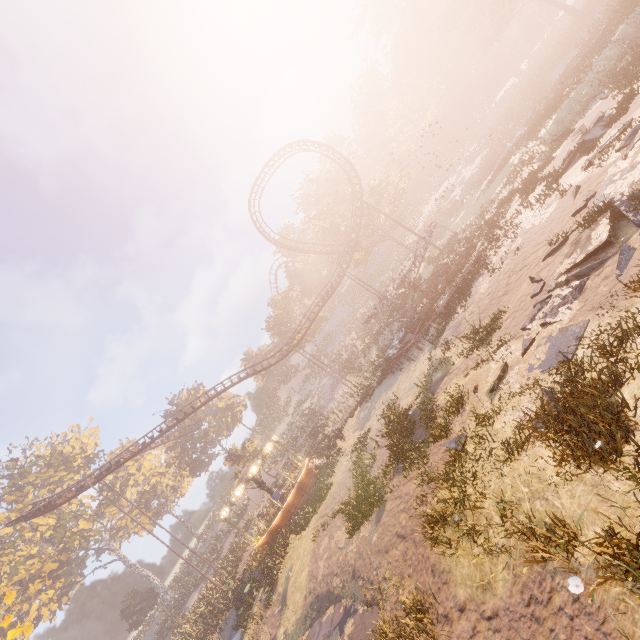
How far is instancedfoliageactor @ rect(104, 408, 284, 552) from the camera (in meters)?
43.31

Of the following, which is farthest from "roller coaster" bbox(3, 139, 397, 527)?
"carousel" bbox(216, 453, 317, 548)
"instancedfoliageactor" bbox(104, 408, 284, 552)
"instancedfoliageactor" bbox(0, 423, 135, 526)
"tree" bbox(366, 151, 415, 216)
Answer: "instancedfoliageactor" bbox(0, 423, 135, 526)

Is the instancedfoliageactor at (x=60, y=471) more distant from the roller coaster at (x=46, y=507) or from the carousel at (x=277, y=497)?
the carousel at (x=277, y=497)

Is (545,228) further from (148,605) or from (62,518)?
(148,605)

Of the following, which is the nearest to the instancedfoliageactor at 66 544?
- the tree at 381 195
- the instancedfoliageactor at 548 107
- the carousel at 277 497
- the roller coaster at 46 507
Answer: the carousel at 277 497

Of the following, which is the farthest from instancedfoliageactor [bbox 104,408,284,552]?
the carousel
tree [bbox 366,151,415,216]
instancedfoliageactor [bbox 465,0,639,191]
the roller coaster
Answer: instancedfoliageactor [bbox 465,0,639,191]

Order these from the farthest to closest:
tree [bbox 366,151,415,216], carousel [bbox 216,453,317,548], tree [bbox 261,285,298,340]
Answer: tree [bbox 261,285,298,340] < tree [bbox 366,151,415,216] < carousel [bbox 216,453,317,548]

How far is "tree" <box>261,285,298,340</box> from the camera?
54.64m
